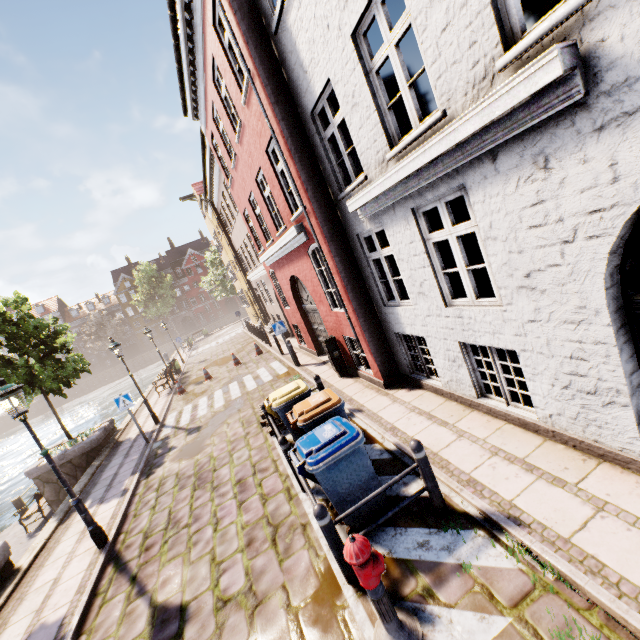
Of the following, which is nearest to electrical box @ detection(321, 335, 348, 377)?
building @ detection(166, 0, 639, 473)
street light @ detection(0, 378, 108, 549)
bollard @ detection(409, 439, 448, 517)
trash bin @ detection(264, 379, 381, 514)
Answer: building @ detection(166, 0, 639, 473)

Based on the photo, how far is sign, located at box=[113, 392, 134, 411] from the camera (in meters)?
10.84

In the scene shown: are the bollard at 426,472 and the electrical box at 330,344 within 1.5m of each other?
no

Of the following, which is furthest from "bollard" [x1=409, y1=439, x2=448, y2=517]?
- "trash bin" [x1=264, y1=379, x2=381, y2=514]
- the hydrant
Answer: the hydrant

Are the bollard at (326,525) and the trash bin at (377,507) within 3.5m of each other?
yes

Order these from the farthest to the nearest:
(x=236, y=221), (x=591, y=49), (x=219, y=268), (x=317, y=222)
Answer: (x=219, y=268) < (x=236, y=221) < (x=317, y=222) < (x=591, y=49)

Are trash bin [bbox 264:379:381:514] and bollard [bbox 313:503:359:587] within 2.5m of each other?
yes

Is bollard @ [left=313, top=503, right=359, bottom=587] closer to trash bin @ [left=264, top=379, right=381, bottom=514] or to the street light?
trash bin @ [left=264, top=379, right=381, bottom=514]
